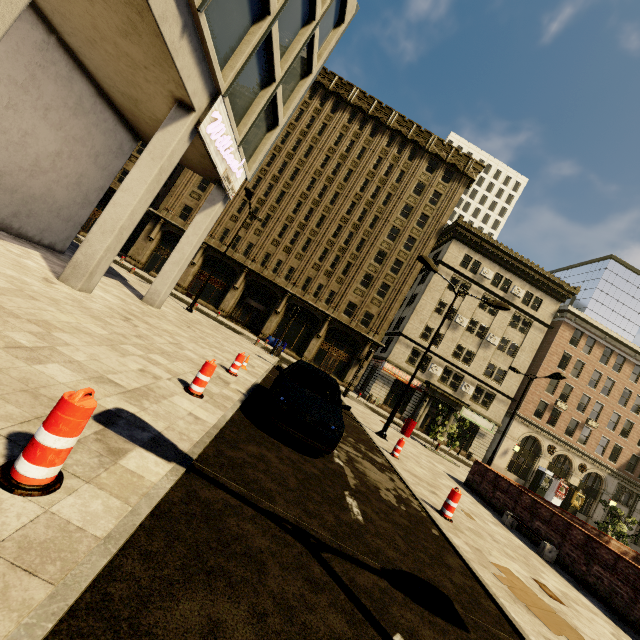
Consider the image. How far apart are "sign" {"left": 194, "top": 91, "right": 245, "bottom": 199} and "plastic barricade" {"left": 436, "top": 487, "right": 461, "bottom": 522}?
11.7 meters

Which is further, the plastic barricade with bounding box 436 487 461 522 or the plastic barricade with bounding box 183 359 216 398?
the plastic barricade with bounding box 436 487 461 522

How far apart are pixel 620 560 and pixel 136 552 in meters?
11.1 m

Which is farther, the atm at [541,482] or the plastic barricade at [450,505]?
the atm at [541,482]

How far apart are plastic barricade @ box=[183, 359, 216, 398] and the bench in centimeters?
1022cm

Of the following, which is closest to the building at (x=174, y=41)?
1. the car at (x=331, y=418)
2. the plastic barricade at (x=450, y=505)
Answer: the car at (x=331, y=418)

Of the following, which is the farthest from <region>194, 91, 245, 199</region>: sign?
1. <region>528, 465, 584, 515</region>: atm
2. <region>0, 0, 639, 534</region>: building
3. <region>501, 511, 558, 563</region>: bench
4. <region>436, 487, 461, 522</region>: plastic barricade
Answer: <region>528, 465, 584, 515</region>: atm

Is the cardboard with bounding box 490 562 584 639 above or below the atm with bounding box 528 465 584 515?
below
